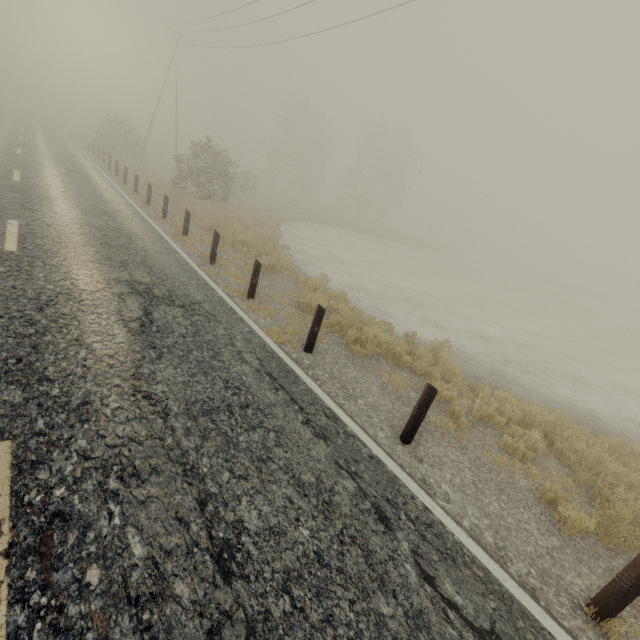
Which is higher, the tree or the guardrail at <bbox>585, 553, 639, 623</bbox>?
the tree

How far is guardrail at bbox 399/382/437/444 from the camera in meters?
4.5

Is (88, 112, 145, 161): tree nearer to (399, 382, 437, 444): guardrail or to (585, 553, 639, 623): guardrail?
(399, 382, 437, 444): guardrail

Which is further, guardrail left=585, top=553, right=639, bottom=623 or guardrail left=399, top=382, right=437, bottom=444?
guardrail left=399, top=382, right=437, bottom=444

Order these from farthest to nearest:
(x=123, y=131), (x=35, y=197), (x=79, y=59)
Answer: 1. (x=79, y=59)
2. (x=123, y=131)
3. (x=35, y=197)

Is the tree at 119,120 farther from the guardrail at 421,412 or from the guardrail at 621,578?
the guardrail at 621,578

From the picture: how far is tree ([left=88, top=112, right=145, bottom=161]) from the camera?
28.2 meters

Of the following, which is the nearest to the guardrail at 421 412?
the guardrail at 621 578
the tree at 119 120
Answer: the guardrail at 621 578
